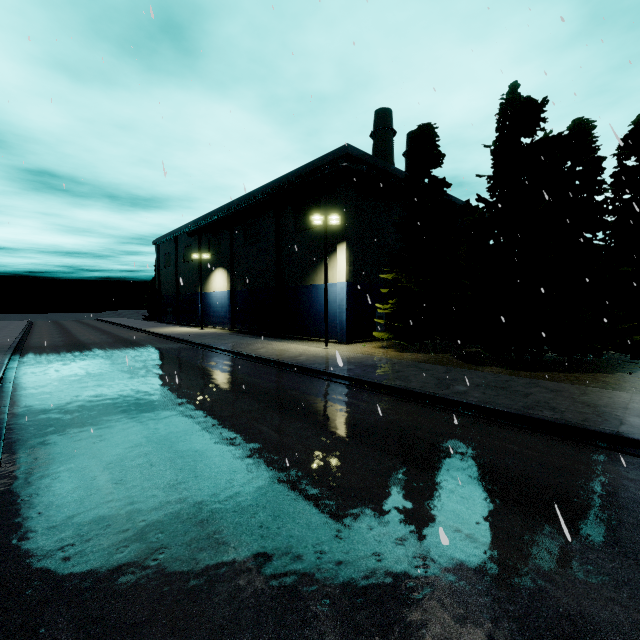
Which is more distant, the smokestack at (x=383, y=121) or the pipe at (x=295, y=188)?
the smokestack at (x=383, y=121)

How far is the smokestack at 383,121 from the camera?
40.5 meters

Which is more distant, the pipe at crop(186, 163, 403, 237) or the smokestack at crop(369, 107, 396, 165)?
the smokestack at crop(369, 107, 396, 165)

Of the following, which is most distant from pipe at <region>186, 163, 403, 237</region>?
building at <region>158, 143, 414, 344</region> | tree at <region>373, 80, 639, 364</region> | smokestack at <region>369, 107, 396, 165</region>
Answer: smokestack at <region>369, 107, 396, 165</region>

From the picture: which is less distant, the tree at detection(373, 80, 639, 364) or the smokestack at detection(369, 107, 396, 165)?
the tree at detection(373, 80, 639, 364)

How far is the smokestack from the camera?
40.47m

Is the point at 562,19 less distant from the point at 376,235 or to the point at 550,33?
the point at 550,33
